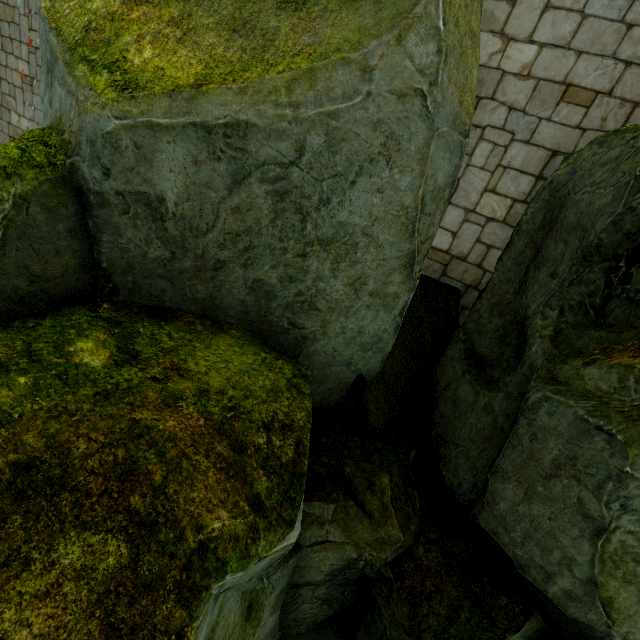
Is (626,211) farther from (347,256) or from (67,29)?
(67,29)

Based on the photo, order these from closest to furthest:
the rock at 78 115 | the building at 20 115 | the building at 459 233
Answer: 1. the rock at 78 115
2. the building at 459 233
3. the building at 20 115

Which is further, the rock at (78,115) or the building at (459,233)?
the building at (459,233)

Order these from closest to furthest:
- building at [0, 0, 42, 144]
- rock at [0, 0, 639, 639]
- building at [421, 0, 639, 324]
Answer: rock at [0, 0, 639, 639], building at [421, 0, 639, 324], building at [0, 0, 42, 144]

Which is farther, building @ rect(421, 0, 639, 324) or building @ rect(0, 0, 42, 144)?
building @ rect(0, 0, 42, 144)

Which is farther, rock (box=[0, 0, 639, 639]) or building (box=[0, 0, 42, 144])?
building (box=[0, 0, 42, 144])
